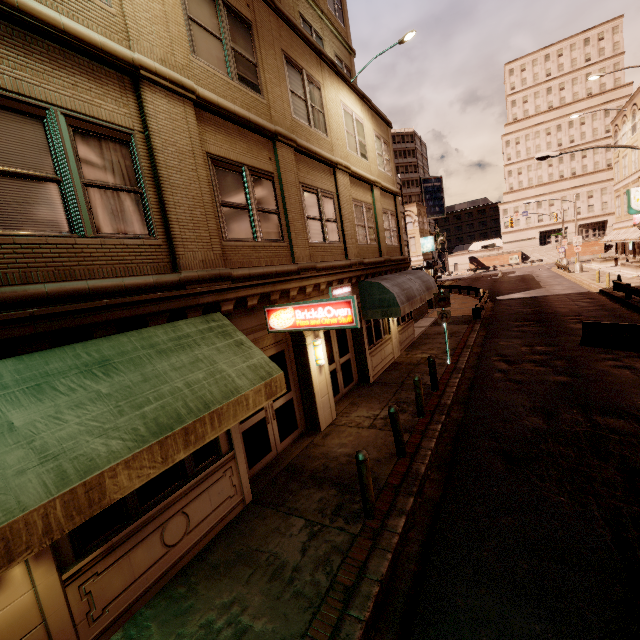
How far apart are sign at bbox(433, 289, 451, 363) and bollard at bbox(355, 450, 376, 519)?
8.8 meters

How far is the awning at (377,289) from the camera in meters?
11.6

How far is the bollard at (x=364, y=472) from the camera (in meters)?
5.56

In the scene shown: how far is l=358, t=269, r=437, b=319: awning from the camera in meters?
11.6 m

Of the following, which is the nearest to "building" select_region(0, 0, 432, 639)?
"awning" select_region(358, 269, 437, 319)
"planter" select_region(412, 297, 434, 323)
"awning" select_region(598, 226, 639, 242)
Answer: "awning" select_region(358, 269, 437, 319)

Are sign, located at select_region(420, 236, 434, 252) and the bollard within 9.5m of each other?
no

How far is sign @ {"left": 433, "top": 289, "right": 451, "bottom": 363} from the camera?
12.9 meters

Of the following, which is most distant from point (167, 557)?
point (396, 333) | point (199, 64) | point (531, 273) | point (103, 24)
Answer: point (531, 273)
